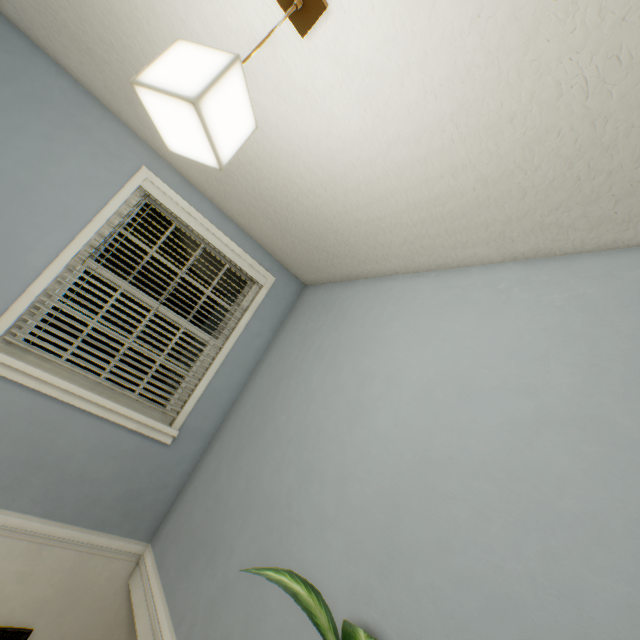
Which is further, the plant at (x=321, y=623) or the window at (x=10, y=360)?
the window at (x=10, y=360)

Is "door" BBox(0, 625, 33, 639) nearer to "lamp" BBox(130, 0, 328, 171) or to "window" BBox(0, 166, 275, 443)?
"window" BBox(0, 166, 275, 443)

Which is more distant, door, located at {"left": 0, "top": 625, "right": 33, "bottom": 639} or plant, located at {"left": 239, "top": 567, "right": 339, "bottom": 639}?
door, located at {"left": 0, "top": 625, "right": 33, "bottom": 639}

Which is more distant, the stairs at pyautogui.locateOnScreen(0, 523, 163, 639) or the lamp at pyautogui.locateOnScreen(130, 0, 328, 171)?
the stairs at pyautogui.locateOnScreen(0, 523, 163, 639)

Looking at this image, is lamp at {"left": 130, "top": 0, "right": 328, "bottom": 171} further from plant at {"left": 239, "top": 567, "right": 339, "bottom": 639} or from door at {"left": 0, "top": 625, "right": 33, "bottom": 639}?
door at {"left": 0, "top": 625, "right": 33, "bottom": 639}

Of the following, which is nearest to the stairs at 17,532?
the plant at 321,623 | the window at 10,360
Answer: the plant at 321,623

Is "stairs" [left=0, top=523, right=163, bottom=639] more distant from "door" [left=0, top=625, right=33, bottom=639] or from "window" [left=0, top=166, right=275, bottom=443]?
"window" [left=0, top=166, right=275, bottom=443]

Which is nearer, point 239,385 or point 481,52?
point 481,52
